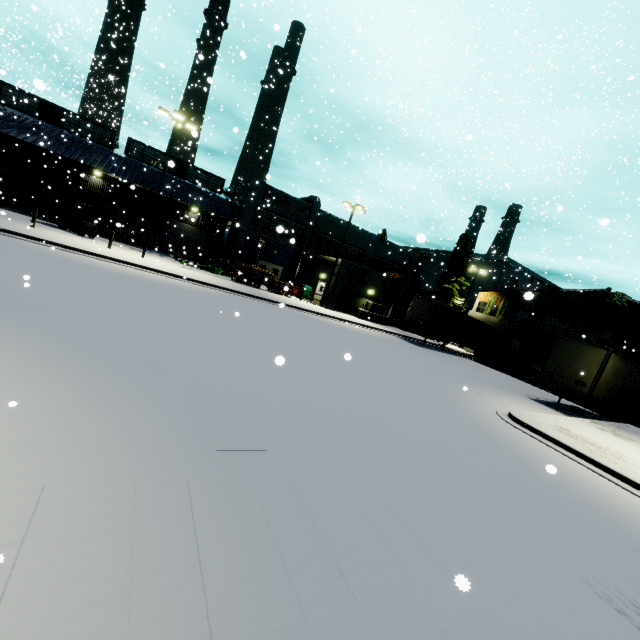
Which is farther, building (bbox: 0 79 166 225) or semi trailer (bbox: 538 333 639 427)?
building (bbox: 0 79 166 225)

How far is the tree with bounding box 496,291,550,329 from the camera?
33.69m

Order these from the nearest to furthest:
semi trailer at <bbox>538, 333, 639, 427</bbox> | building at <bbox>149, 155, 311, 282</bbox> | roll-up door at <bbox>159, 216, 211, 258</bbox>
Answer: semi trailer at <bbox>538, 333, 639, 427</bbox> < building at <bbox>149, 155, 311, 282</bbox> < roll-up door at <bbox>159, 216, 211, 258</bbox>

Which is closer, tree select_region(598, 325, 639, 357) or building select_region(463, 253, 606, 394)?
tree select_region(598, 325, 639, 357)

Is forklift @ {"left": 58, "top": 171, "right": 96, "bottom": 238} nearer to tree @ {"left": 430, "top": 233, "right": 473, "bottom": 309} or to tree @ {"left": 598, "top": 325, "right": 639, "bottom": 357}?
tree @ {"left": 430, "top": 233, "right": 473, "bottom": 309}

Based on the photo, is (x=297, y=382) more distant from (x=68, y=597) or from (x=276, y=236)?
(x=276, y=236)

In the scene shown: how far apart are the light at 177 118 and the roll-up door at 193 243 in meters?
15.0

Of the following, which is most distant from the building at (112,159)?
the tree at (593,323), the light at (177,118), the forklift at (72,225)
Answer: the light at (177,118)
